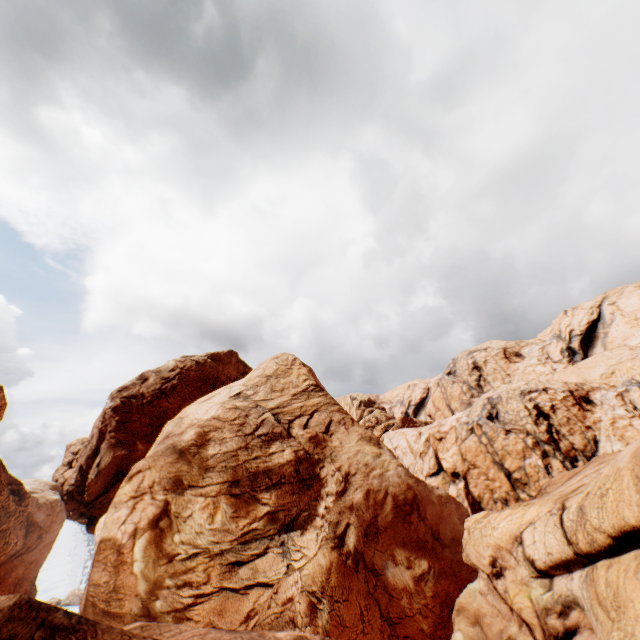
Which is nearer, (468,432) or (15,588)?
(15,588)
